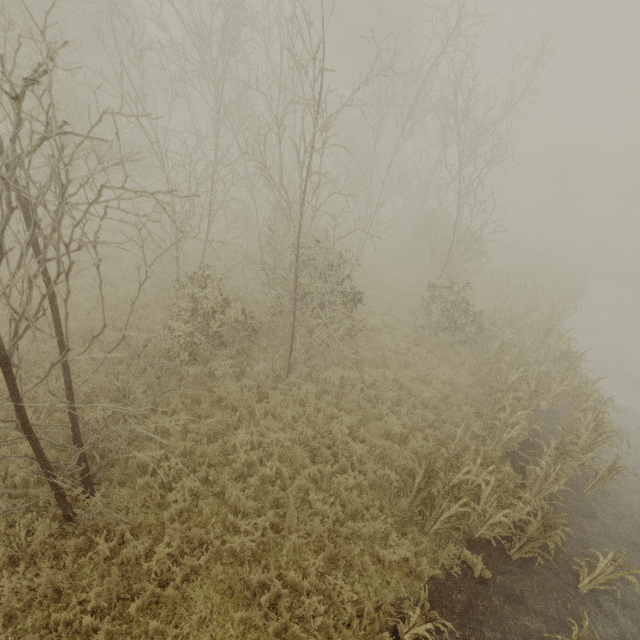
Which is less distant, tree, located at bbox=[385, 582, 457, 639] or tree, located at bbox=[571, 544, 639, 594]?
tree, located at bbox=[385, 582, 457, 639]

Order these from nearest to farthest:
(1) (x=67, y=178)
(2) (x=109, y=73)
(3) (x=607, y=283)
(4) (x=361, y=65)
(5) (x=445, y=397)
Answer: (1) (x=67, y=178), (5) (x=445, y=397), (2) (x=109, y=73), (4) (x=361, y=65), (3) (x=607, y=283)

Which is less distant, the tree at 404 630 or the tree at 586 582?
the tree at 404 630
